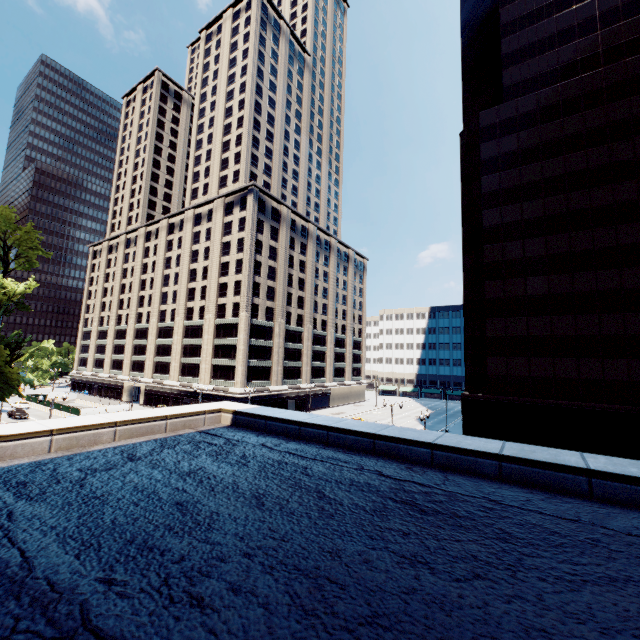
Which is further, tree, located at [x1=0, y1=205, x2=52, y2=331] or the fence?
the fence

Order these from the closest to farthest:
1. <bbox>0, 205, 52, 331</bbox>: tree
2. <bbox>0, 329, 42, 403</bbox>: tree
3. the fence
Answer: <bbox>0, 329, 42, 403</bbox>: tree < <bbox>0, 205, 52, 331</bbox>: tree < the fence

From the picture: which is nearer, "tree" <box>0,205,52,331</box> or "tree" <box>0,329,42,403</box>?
"tree" <box>0,329,42,403</box>

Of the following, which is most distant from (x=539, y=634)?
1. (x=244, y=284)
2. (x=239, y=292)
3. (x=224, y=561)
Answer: (x=239, y=292)

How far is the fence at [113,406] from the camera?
54.6 meters

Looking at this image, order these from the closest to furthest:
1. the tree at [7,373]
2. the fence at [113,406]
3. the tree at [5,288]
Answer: the tree at [7,373] < the tree at [5,288] < the fence at [113,406]

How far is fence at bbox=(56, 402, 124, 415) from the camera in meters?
54.6

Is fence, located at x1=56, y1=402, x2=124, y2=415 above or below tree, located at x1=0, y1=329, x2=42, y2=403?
below
